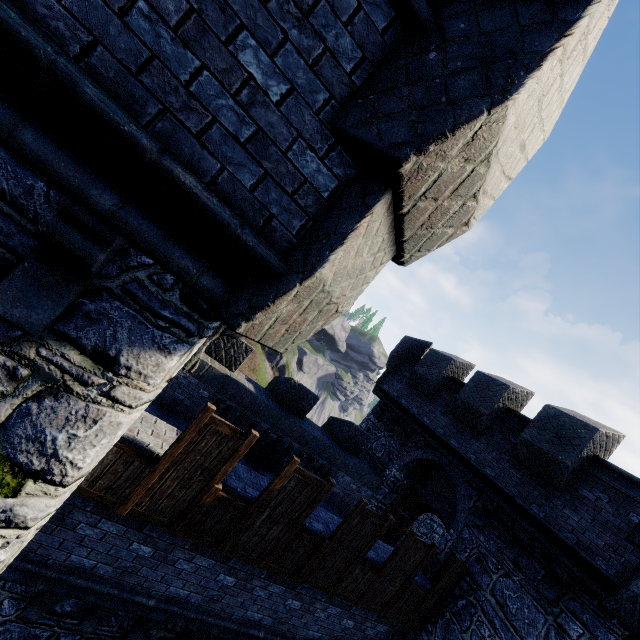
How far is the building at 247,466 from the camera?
6.1 meters

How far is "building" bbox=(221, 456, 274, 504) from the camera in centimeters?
607cm

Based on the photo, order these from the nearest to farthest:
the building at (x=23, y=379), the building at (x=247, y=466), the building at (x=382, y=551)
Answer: the building at (x=23, y=379)
the building at (x=247, y=466)
the building at (x=382, y=551)

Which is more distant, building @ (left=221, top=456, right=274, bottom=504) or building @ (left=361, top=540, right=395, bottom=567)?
building @ (left=361, top=540, right=395, bottom=567)

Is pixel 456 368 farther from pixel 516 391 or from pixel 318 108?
pixel 318 108
